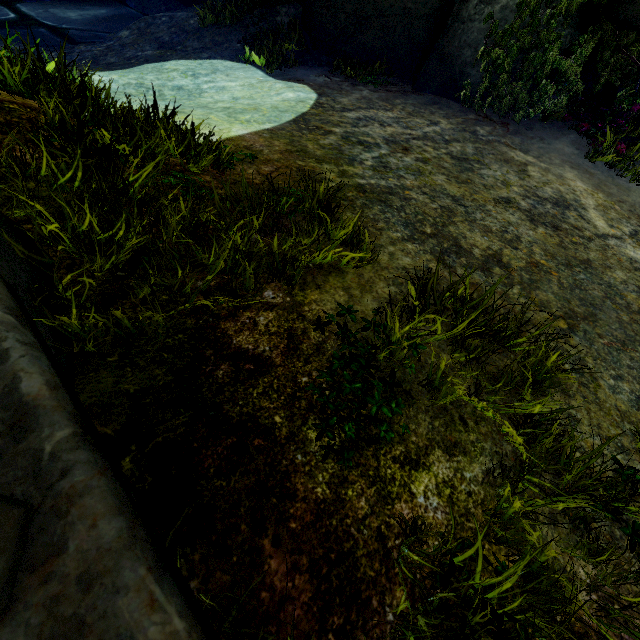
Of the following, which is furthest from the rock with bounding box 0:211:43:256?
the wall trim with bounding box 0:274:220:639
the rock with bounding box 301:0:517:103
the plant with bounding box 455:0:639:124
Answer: A: the plant with bounding box 455:0:639:124

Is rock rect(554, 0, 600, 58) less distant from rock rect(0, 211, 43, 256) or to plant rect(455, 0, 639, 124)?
plant rect(455, 0, 639, 124)

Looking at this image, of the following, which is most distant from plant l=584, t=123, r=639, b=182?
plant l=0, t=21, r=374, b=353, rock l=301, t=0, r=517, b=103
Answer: plant l=0, t=21, r=374, b=353

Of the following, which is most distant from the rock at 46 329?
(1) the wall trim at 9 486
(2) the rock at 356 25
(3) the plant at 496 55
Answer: (3) the plant at 496 55

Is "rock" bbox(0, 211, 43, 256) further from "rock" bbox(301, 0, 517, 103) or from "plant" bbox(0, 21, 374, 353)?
"rock" bbox(301, 0, 517, 103)

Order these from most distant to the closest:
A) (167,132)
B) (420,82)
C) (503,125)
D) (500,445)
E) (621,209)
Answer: (420,82)
(503,125)
(621,209)
(167,132)
(500,445)

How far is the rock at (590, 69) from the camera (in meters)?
5.80
